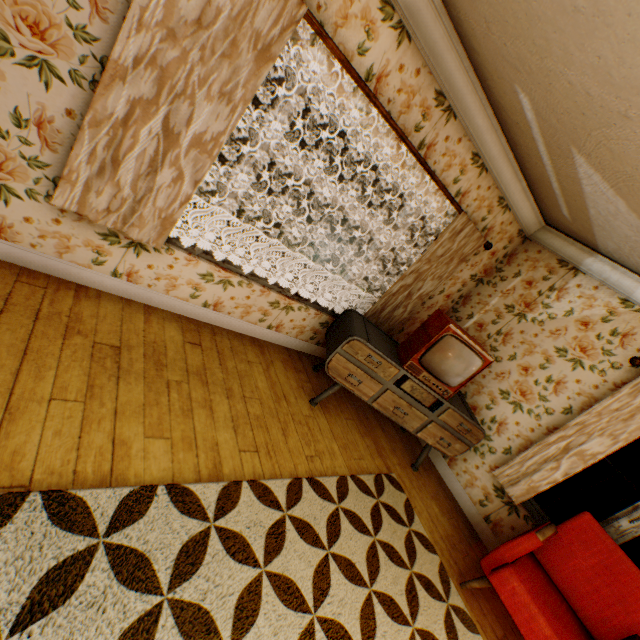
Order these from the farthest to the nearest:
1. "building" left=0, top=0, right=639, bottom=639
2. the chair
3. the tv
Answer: the tv
the chair
"building" left=0, top=0, right=639, bottom=639

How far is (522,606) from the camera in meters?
2.6 m

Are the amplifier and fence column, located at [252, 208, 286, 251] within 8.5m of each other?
no

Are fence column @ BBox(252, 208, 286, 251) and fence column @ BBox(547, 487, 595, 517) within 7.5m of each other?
no

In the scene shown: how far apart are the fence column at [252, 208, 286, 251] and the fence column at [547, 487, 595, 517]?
22.7 meters

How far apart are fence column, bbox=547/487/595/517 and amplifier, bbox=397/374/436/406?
22.07m

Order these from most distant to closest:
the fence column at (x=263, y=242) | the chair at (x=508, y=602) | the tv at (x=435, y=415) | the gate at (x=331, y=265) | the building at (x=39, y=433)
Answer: the gate at (x=331, y=265) < the fence column at (x=263, y=242) < the tv at (x=435, y=415) < the chair at (x=508, y=602) < the building at (x=39, y=433)

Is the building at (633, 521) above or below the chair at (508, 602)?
above
